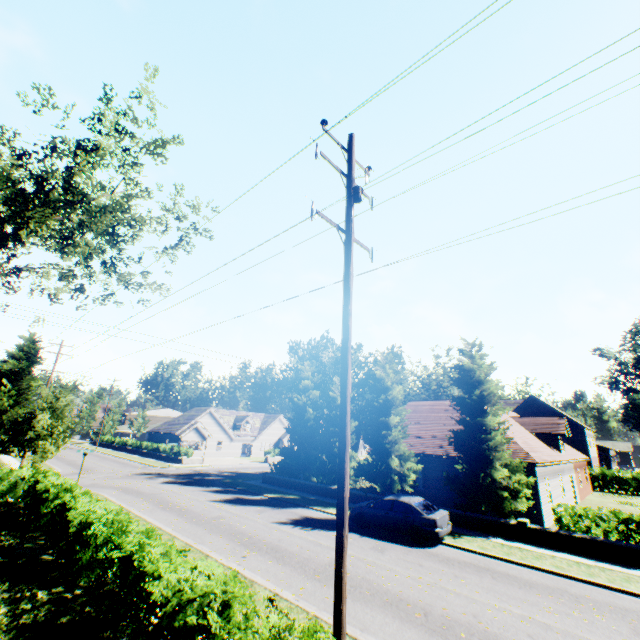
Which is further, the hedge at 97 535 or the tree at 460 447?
the tree at 460 447

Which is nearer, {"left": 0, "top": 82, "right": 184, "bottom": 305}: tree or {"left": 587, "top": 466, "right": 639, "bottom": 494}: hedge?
{"left": 0, "top": 82, "right": 184, "bottom": 305}: tree

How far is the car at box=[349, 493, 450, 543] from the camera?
14.2m

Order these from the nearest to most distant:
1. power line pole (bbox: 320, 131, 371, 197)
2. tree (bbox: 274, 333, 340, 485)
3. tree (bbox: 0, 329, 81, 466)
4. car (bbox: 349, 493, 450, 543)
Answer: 1. power line pole (bbox: 320, 131, 371, 197)
2. car (bbox: 349, 493, 450, 543)
3. tree (bbox: 0, 329, 81, 466)
4. tree (bbox: 274, 333, 340, 485)

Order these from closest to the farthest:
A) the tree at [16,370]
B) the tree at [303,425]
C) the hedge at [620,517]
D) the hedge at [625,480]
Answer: the hedge at [620,517] < the tree at [16,370] < the tree at [303,425] < the hedge at [625,480]

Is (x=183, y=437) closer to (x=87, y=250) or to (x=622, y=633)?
(x=87, y=250)

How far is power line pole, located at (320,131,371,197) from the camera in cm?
788

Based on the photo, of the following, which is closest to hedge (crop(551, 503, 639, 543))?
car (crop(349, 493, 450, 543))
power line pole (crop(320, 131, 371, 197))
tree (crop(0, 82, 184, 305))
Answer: tree (crop(0, 82, 184, 305))
